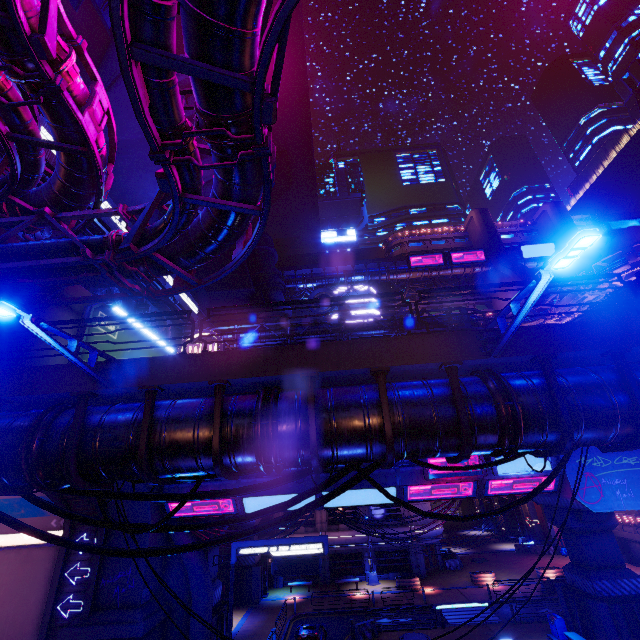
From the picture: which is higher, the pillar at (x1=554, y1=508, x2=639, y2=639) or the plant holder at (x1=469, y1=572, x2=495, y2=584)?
the pillar at (x1=554, y1=508, x2=639, y2=639)

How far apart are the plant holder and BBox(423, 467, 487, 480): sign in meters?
19.5 m

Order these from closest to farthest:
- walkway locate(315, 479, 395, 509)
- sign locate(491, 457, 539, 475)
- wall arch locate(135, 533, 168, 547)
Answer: wall arch locate(135, 533, 168, 547) < sign locate(491, 457, 539, 475) < walkway locate(315, 479, 395, 509)

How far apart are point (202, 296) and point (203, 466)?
38.9m

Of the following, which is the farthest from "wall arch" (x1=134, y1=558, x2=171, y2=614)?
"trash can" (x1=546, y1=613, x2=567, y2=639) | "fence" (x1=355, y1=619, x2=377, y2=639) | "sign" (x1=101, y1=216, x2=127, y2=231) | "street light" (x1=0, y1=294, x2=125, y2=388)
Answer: "trash can" (x1=546, y1=613, x2=567, y2=639)

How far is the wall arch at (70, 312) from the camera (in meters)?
13.01

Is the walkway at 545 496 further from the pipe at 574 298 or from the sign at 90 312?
the sign at 90 312

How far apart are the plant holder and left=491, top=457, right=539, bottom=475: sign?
19.2m
